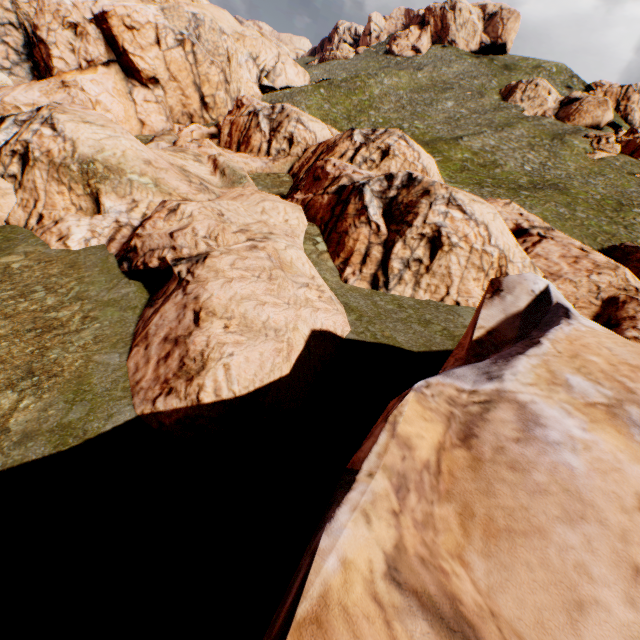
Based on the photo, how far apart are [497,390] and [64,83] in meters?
61.4 m

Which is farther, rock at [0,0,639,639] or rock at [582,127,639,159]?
rock at [582,127,639,159]

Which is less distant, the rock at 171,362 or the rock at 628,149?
the rock at 171,362

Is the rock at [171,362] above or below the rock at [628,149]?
below

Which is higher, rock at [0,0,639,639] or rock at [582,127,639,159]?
rock at [582,127,639,159]
